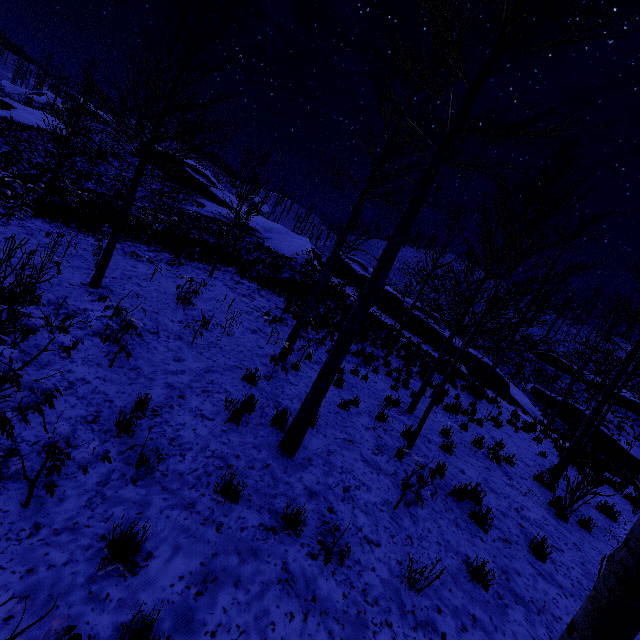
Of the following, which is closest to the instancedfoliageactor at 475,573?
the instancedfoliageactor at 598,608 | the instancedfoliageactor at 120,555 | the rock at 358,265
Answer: the instancedfoliageactor at 598,608

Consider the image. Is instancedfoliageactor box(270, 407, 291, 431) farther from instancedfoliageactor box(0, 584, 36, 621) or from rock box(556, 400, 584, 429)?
rock box(556, 400, 584, 429)

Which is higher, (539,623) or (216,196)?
(216,196)

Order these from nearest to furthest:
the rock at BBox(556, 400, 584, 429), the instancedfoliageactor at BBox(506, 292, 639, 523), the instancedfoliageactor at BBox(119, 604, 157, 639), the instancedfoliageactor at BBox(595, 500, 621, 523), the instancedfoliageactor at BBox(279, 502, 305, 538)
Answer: the instancedfoliageactor at BBox(119, 604, 157, 639), the instancedfoliageactor at BBox(279, 502, 305, 538), the instancedfoliageactor at BBox(506, 292, 639, 523), the instancedfoliageactor at BBox(595, 500, 621, 523), the rock at BBox(556, 400, 584, 429)

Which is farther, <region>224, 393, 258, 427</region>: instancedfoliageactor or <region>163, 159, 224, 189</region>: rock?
<region>163, 159, 224, 189</region>: rock

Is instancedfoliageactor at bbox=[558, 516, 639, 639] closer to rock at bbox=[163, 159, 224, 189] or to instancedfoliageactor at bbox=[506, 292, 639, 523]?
instancedfoliageactor at bbox=[506, 292, 639, 523]

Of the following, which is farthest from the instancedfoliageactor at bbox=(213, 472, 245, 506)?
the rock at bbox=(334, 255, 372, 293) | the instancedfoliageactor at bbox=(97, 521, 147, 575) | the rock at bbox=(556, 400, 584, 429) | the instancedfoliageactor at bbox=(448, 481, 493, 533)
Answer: the rock at bbox=(556, 400, 584, 429)

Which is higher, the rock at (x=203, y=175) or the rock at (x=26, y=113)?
the rock at (x=203, y=175)
